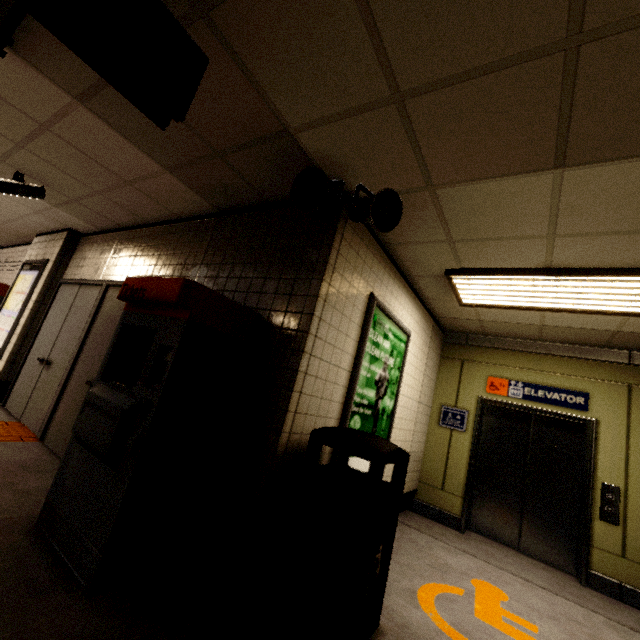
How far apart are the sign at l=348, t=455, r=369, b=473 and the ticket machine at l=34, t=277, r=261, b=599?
1.0m

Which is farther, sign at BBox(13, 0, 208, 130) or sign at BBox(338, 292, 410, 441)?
sign at BBox(338, 292, 410, 441)

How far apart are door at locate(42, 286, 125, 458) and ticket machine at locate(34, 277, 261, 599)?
0.45m

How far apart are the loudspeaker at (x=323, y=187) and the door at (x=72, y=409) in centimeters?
188cm

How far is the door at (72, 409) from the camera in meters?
3.7

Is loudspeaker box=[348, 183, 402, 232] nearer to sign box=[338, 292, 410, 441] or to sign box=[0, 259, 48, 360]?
sign box=[338, 292, 410, 441]

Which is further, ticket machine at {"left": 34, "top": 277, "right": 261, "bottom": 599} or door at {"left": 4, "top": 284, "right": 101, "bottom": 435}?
door at {"left": 4, "top": 284, "right": 101, "bottom": 435}

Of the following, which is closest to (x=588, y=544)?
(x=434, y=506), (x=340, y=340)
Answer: (x=434, y=506)
